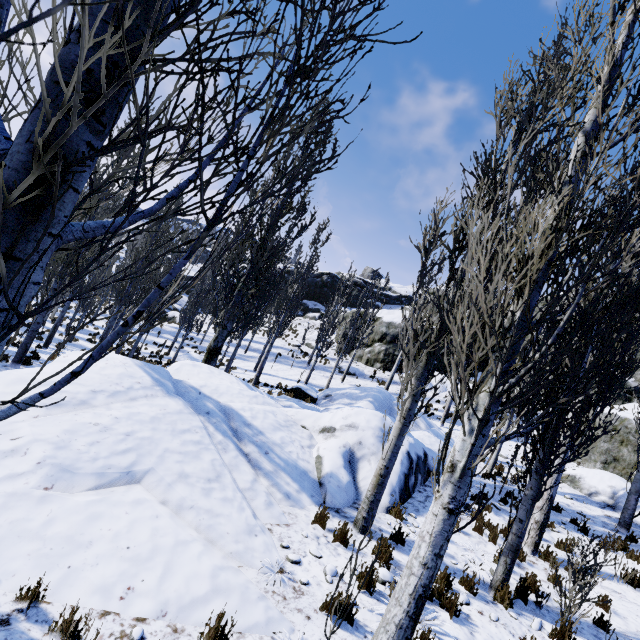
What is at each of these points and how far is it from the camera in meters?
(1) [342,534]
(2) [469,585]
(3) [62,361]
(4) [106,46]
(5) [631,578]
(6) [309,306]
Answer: (1) instancedfoliageactor, 6.2 m
(2) instancedfoliageactor, 5.9 m
(3) rock, 8.1 m
(4) instancedfoliageactor, 0.9 m
(5) instancedfoliageactor, 7.4 m
(6) rock, 49.2 m

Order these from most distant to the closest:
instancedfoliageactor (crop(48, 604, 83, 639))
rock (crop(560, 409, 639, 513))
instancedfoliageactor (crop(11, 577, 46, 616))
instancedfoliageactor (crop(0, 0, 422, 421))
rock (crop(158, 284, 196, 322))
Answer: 1. rock (crop(158, 284, 196, 322))
2. rock (crop(560, 409, 639, 513))
3. instancedfoliageactor (crop(11, 577, 46, 616))
4. instancedfoliageactor (crop(48, 604, 83, 639))
5. instancedfoliageactor (crop(0, 0, 422, 421))

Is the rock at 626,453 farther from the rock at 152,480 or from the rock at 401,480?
the rock at 152,480

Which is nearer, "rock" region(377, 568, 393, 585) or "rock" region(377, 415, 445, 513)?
"rock" region(377, 568, 393, 585)

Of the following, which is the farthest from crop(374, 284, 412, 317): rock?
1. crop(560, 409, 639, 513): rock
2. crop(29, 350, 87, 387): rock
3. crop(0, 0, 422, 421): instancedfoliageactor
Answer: crop(29, 350, 87, 387): rock

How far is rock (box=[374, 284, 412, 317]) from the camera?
51.06m

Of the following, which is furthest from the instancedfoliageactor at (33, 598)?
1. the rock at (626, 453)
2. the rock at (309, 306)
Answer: the rock at (626, 453)
